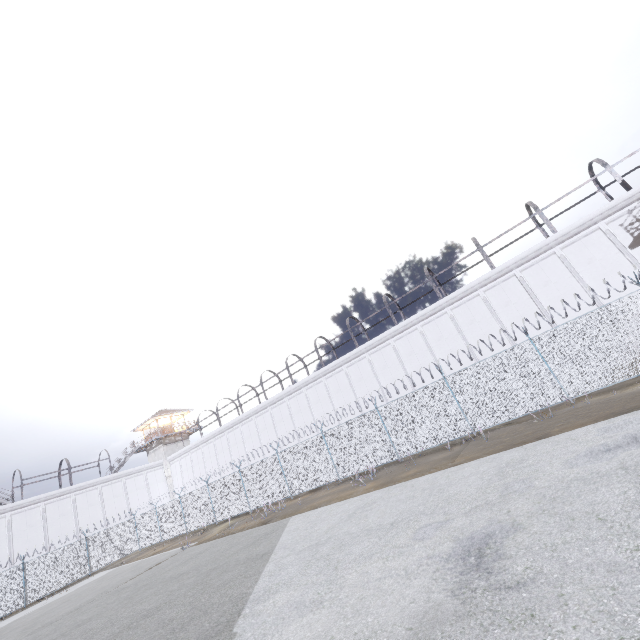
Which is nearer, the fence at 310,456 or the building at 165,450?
the fence at 310,456

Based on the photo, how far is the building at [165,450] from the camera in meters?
41.3

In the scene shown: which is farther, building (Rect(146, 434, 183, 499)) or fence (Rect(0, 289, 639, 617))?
building (Rect(146, 434, 183, 499))

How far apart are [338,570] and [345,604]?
1.47m

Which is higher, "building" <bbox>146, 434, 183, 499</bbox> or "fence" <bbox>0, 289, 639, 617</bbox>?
"building" <bbox>146, 434, 183, 499</bbox>

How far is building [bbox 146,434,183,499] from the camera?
41.3 meters
